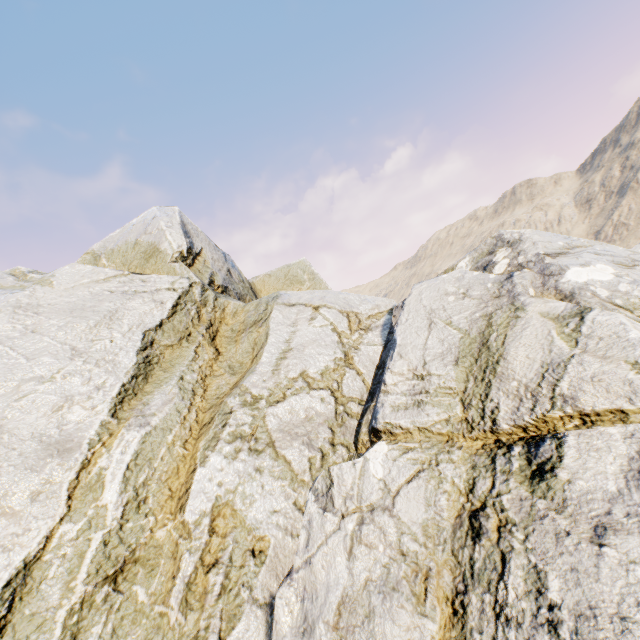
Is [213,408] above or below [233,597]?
above
